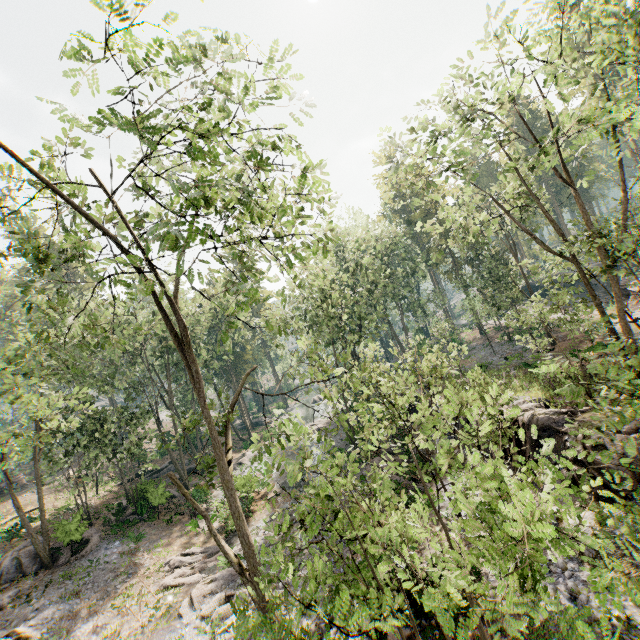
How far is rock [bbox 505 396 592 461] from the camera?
14.9 meters

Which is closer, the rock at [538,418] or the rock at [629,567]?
the rock at [629,567]

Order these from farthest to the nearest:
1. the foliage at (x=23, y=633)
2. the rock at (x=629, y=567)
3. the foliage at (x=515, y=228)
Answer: the foliage at (x=23, y=633)
the rock at (x=629, y=567)
the foliage at (x=515, y=228)

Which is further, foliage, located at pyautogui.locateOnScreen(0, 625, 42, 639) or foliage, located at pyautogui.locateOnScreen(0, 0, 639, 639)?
foliage, located at pyautogui.locateOnScreen(0, 625, 42, 639)

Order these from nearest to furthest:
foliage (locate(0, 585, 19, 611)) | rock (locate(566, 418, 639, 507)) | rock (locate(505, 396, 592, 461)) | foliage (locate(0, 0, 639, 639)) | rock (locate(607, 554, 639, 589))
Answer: foliage (locate(0, 0, 639, 639))
rock (locate(607, 554, 639, 589))
rock (locate(566, 418, 639, 507))
rock (locate(505, 396, 592, 461))
foliage (locate(0, 585, 19, 611))

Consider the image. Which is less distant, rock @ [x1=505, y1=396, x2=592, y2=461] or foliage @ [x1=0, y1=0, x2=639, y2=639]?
foliage @ [x1=0, y1=0, x2=639, y2=639]

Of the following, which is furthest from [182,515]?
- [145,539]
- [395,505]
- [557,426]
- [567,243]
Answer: [567,243]
